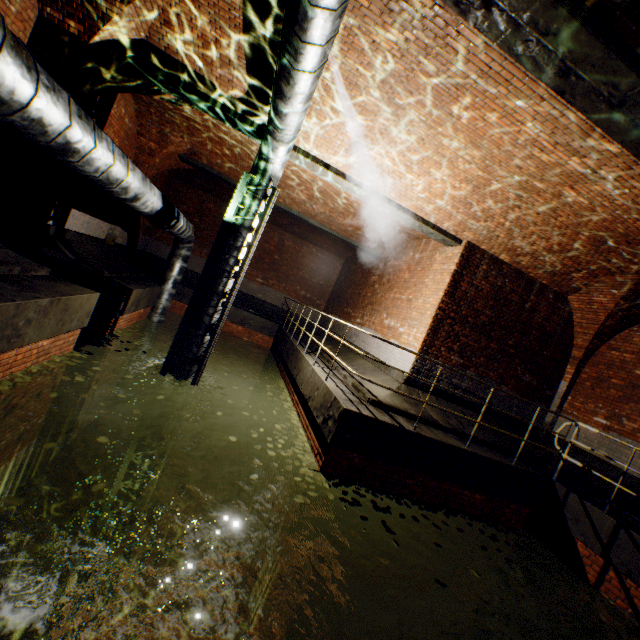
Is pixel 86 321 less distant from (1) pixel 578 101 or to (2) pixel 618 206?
(1) pixel 578 101

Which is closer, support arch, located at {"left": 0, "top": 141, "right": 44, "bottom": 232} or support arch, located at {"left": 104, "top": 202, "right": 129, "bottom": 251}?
support arch, located at {"left": 0, "top": 141, "right": 44, "bottom": 232}

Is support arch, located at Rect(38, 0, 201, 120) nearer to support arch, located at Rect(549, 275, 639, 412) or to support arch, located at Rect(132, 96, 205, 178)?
support arch, located at Rect(132, 96, 205, 178)

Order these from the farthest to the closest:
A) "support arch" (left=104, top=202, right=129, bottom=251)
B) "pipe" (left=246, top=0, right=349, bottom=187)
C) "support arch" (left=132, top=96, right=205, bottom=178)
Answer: "support arch" (left=104, top=202, right=129, bottom=251)
"support arch" (left=132, top=96, right=205, bottom=178)
"pipe" (left=246, top=0, right=349, bottom=187)

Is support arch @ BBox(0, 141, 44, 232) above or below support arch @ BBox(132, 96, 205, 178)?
below

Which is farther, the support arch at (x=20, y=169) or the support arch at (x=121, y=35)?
the support arch at (x=20, y=169)

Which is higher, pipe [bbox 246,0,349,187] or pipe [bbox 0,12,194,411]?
pipe [bbox 246,0,349,187]

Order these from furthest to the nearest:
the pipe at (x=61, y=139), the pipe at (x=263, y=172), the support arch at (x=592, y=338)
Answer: the support arch at (x=592, y=338)
the pipe at (x=263, y=172)
the pipe at (x=61, y=139)
